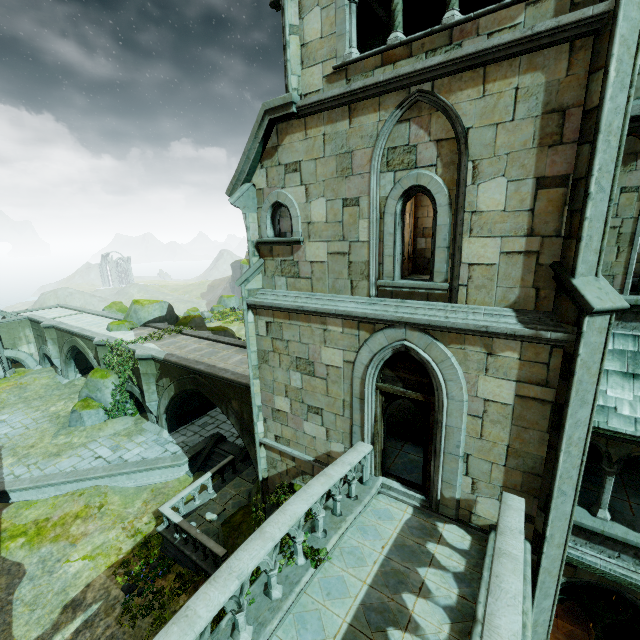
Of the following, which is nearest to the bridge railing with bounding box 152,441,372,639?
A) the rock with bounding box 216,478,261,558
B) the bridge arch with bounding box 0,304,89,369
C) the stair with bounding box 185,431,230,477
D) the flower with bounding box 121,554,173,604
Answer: the rock with bounding box 216,478,261,558

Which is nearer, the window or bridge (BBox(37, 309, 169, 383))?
the window

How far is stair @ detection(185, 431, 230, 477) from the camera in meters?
17.0 m

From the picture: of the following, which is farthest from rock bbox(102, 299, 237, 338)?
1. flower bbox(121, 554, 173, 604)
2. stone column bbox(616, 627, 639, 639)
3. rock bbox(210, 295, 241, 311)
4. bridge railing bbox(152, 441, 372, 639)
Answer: stone column bbox(616, 627, 639, 639)

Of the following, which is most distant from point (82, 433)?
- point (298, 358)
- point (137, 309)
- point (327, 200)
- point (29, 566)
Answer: point (327, 200)

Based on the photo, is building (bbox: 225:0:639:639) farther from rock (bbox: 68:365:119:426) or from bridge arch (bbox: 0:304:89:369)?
bridge arch (bbox: 0:304:89:369)

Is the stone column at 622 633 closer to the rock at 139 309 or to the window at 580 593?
the window at 580 593

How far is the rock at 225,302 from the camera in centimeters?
5073cm
